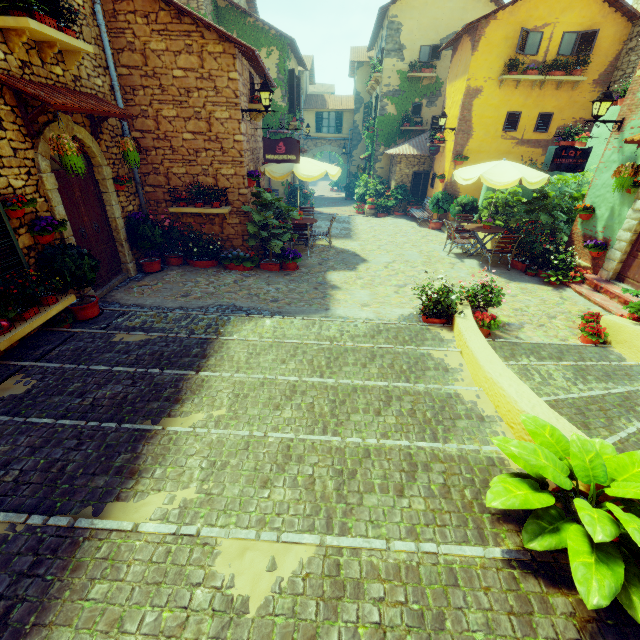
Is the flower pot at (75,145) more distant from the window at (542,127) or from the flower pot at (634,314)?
the flower pot at (634,314)

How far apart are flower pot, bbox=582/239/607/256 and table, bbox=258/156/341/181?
7.0 meters

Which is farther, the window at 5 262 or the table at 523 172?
the table at 523 172

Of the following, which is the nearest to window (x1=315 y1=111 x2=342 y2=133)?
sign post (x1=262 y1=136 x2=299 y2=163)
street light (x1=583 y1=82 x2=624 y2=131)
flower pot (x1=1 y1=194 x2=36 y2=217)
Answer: street light (x1=583 y1=82 x2=624 y2=131)

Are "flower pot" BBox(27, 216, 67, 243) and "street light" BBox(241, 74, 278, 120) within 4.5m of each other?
yes

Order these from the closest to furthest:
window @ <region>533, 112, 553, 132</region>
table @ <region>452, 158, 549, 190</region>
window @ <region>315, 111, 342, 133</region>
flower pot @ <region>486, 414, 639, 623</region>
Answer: flower pot @ <region>486, 414, 639, 623</region>
table @ <region>452, 158, 549, 190</region>
window @ <region>533, 112, 553, 132</region>
window @ <region>315, 111, 342, 133</region>

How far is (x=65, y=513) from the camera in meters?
2.5 m

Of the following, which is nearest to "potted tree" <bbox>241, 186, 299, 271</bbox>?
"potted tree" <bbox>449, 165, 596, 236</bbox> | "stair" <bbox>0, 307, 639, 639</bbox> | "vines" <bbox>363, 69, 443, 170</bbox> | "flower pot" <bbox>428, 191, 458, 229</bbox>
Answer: "stair" <bbox>0, 307, 639, 639</bbox>
